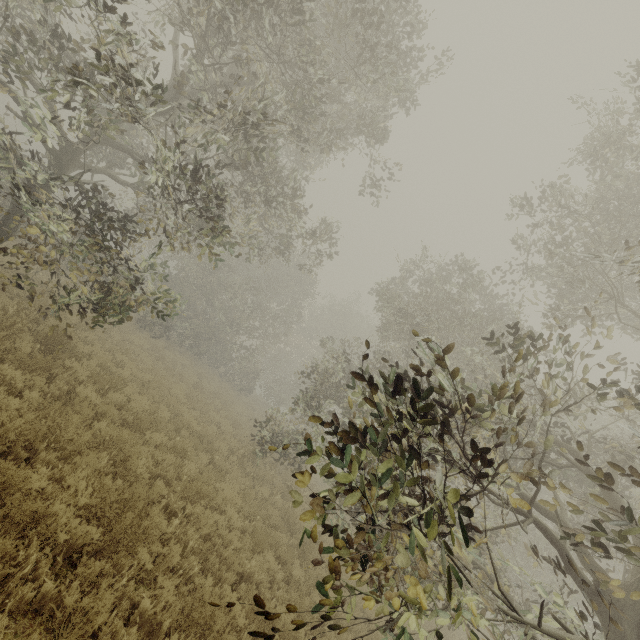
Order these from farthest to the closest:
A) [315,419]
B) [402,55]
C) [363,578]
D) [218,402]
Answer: [218,402] < [402,55] < [315,419] < [363,578]
